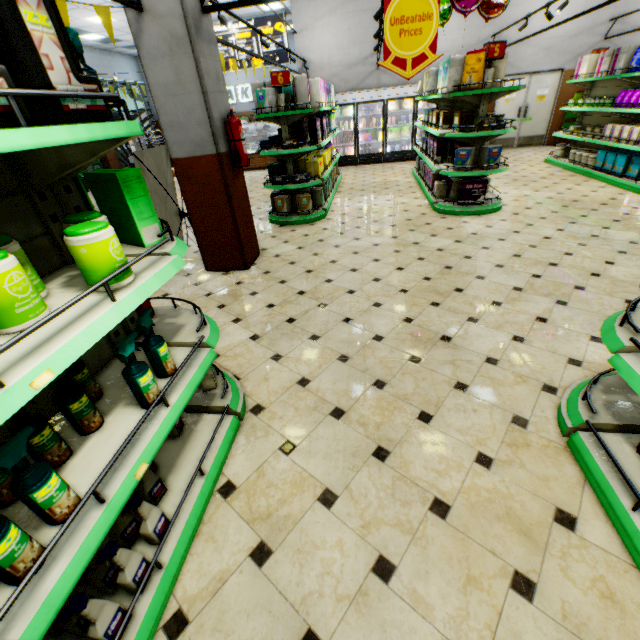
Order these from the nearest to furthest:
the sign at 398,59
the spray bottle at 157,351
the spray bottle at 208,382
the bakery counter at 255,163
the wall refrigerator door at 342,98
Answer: the spray bottle at 157,351, the spray bottle at 208,382, the sign at 398,59, the wall refrigerator door at 342,98, the bakery counter at 255,163

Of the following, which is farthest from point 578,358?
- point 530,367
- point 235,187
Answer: point 235,187

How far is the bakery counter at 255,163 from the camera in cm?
1336

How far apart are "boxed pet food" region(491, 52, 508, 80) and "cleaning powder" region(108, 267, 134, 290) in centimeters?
648cm

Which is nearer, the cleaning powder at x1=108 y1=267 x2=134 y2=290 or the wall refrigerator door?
the cleaning powder at x1=108 y1=267 x2=134 y2=290

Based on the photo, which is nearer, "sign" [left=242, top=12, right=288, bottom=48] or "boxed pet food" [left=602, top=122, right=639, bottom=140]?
"boxed pet food" [left=602, top=122, right=639, bottom=140]

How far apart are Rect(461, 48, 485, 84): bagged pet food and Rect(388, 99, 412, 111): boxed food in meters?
6.8 m

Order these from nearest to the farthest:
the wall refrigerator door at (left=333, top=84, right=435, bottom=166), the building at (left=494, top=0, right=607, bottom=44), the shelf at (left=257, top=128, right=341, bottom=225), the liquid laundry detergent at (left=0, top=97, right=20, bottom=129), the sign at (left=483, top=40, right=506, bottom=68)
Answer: the liquid laundry detergent at (left=0, top=97, right=20, bottom=129) < the sign at (left=483, top=40, right=506, bottom=68) < the shelf at (left=257, top=128, right=341, bottom=225) < the building at (left=494, top=0, right=607, bottom=44) < the wall refrigerator door at (left=333, top=84, right=435, bottom=166)
